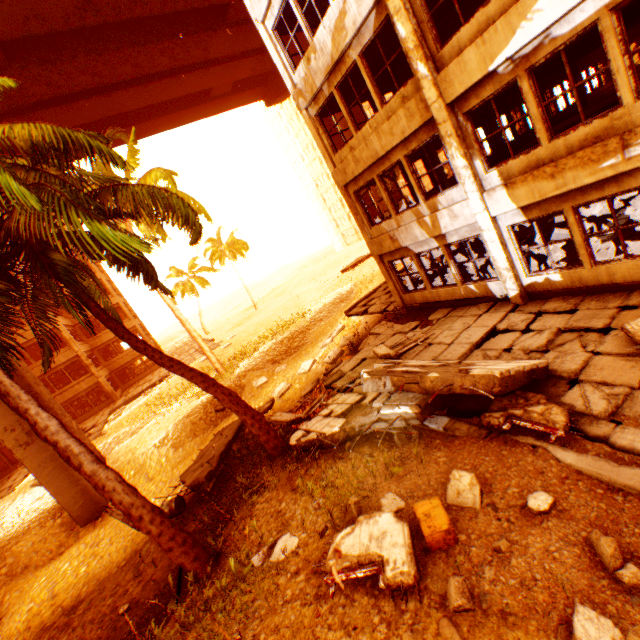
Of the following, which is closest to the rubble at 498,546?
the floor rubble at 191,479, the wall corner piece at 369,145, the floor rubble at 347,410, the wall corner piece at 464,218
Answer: the floor rubble at 347,410

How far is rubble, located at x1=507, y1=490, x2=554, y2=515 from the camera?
3.8 meters

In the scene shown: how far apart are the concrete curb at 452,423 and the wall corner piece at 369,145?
7.4m

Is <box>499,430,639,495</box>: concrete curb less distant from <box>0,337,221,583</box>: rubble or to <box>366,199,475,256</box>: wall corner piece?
<box>0,337,221,583</box>: rubble

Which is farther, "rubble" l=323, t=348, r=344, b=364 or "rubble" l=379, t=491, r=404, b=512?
"rubble" l=323, t=348, r=344, b=364

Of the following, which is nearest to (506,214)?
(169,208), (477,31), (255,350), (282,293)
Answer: (477,31)

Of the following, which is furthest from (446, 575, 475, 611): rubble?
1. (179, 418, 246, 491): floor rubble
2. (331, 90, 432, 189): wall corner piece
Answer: (331, 90, 432, 189): wall corner piece

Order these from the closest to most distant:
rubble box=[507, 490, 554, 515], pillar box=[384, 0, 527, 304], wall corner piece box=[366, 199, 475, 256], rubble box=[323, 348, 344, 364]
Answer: rubble box=[507, 490, 554, 515] → pillar box=[384, 0, 527, 304] → wall corner piece box=[366, 199, 475, 256] → rubble box=[323, 348, 344, 364]
